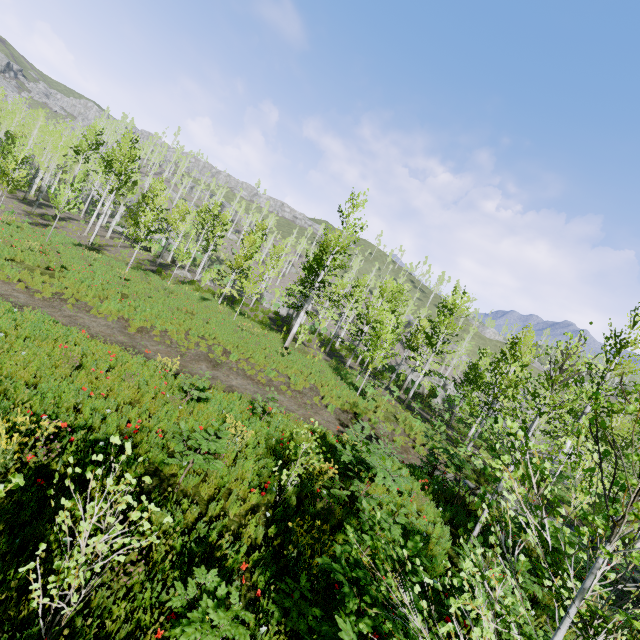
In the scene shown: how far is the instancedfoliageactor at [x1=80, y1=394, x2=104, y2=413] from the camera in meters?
6.1 m

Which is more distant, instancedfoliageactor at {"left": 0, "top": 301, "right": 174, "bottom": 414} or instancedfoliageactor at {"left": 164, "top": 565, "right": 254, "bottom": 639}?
instancedfoliageactor at {"left": 0, "top": 301, "right": 174, "bottom": 414}

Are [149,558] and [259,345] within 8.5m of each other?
no

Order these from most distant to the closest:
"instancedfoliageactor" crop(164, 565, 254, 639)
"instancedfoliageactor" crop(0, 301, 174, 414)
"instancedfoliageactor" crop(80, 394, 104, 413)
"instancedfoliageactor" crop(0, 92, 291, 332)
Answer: "instancedfoliageactor" crop(0, 92, 291, 332) → "instancedfoliageactor" crop(0, 301, 174, 414) → "instancedfoliageactor" crop(80, 394, 104, 413) → "instancedfoliageactor" crop(164, 565, 254, 639)

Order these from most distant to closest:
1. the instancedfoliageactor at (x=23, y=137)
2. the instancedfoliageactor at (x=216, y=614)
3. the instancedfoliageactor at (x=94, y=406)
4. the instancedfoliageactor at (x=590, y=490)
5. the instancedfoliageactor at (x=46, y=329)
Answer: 1. the instancedfoliageactor at (x=23, y=137)
2. the instancedfoliageactor at (x=46, y=329)
3. the instancedfoliageactor at (x=94, y=406)
4. the instancedfoliageactor at (x=216, y=614)
5. the instancedfoliageactor at (x=590, y=490)

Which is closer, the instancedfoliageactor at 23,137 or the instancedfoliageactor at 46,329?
the instancedfoliageactor at 46,329
